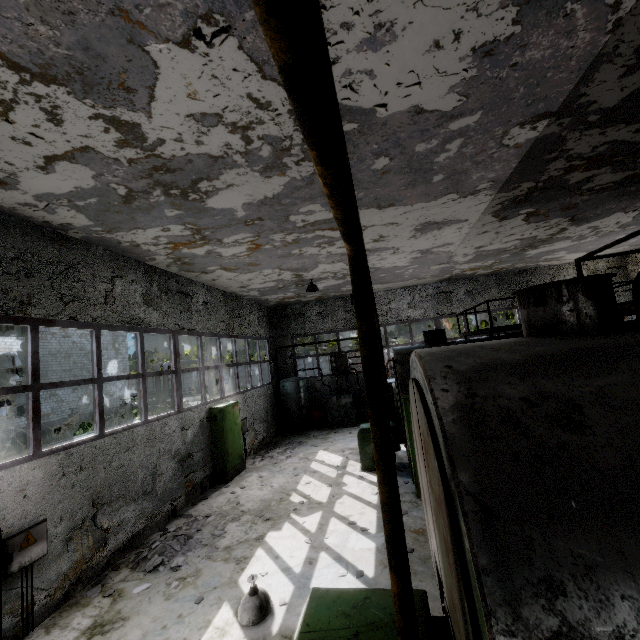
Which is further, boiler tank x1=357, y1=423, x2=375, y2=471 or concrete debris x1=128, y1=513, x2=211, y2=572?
boiler tank x1=357, y1=423, x2=375, y2=471

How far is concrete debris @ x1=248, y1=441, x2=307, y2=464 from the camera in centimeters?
1231cm

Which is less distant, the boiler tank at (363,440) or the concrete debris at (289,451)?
the boiler tank at (363,440)

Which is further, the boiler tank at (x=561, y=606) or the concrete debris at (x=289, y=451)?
the concrete debris at (x=289, y=451)

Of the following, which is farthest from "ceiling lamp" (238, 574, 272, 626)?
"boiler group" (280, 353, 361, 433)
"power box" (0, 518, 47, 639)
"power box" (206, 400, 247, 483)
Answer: "boiler group" (280, 353, 361, 433)

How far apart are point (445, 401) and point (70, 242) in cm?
793

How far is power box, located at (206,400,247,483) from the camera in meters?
10.7 m

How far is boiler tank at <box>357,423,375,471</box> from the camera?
10.16m
